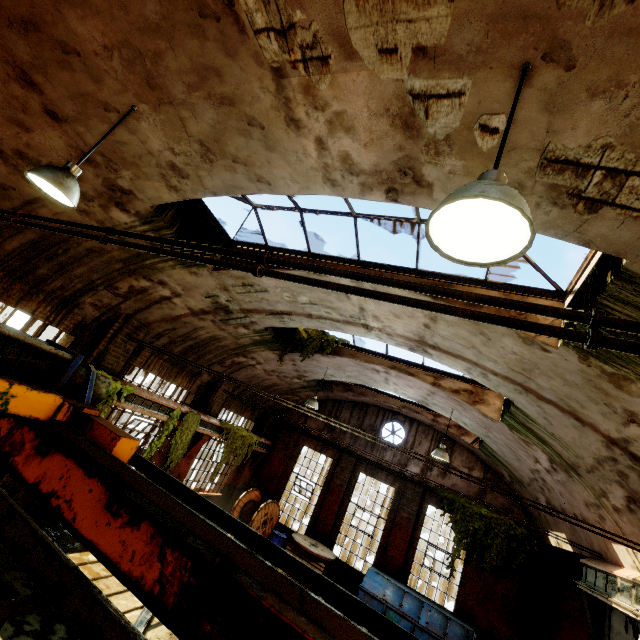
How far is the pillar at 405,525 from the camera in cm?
1285

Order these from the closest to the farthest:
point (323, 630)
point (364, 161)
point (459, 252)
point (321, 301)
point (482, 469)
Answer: point (323, 630), point (459, 252), point (364, 161), point (321, 301), point (482, 469)

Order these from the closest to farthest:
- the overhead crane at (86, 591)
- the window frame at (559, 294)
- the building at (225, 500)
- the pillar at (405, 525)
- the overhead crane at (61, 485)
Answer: the overhead crane at (86, 591), the overhead crane at (61, 485), the window frame at (559, 294), the pillar at (405, 525), the building at (225, 500)

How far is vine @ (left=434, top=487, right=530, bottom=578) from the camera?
11.9 meters

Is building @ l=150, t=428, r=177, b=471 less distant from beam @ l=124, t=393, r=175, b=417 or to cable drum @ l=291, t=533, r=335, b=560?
beam @ l=124, t=393, r=175, b=417

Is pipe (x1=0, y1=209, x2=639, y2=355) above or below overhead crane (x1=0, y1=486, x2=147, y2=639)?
above

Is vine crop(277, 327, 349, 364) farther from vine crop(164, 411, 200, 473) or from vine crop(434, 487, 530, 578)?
vine crop(434, 487, 530, 578)

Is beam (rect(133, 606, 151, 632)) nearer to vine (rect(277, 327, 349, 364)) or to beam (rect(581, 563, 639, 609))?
vine (rect(277, 327, 349, 364))
